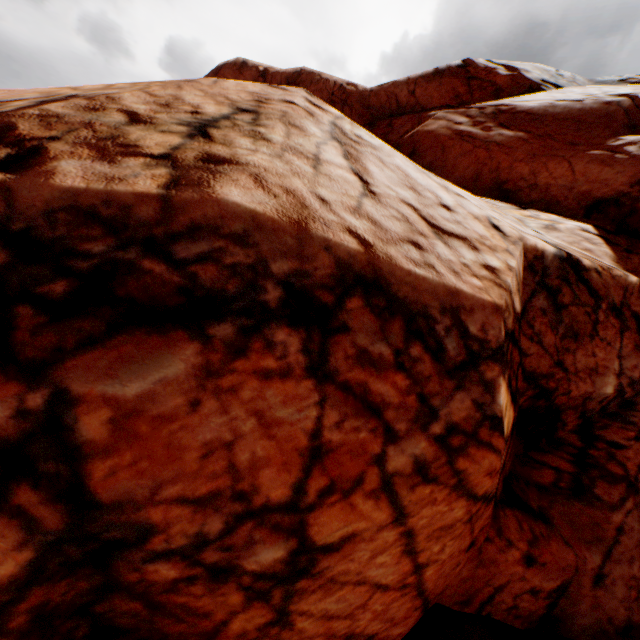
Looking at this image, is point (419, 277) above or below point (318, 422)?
above
